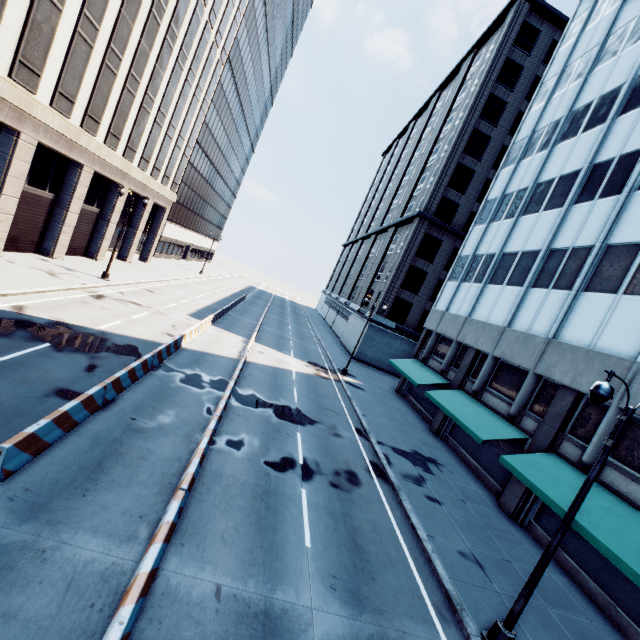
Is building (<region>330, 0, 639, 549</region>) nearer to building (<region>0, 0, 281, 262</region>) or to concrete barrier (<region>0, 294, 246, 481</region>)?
concrete barrier (<region>0, 294, 246, 481</region>)

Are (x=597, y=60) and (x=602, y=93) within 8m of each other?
yes

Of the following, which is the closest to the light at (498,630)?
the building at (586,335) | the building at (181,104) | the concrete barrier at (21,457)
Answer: the building at (586,335)

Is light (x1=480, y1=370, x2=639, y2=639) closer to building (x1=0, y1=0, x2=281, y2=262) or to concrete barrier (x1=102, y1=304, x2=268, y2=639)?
concrete barrier (x1=102, y1=304, x2=268, y2=639)

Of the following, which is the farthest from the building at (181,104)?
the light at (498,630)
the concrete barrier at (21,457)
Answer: the light at (498,630)

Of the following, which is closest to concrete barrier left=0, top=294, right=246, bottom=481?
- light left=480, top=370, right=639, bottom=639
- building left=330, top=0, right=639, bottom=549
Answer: light left=480, top=370, right=639, bottom=639

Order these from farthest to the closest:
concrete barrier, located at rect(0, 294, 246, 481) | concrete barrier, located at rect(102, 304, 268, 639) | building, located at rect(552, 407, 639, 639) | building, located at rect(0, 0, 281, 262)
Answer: building, located at rect(0, 0, 281, 262), building, located at rect(552, 407, 639, 639), concrete barrier, located at rect(0, 294, 246, 481), concrete barrier, located at rect(102, 304, 268, 639)
